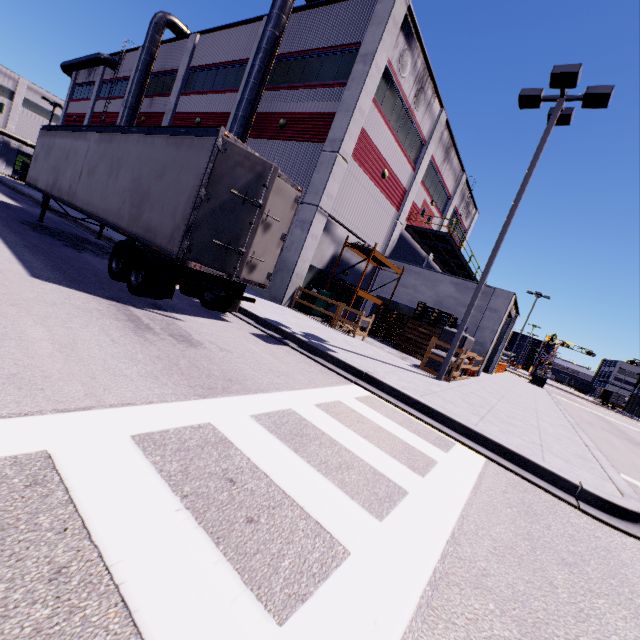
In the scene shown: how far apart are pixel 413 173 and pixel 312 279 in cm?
1063

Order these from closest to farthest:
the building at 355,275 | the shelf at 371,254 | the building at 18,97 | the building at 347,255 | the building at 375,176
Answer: the building at 375,176, the shelf at 371,254, the building at 347,255, the building at 355,275, the building at 18,97

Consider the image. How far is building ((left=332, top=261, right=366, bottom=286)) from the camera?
18.76m

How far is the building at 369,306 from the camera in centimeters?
2159cm

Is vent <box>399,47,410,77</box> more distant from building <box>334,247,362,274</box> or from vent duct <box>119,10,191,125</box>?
vent duct <box>119,10,191,125</box>

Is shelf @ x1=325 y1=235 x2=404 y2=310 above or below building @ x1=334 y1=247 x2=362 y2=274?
above

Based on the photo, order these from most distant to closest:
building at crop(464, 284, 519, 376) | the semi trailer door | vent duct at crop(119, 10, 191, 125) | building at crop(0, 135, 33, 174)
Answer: building at crop(0, 135, 33, 174), vent duct at crop(119, 10, 191, 125), building at crop(464, 284, 519, 376), the semi trailer door

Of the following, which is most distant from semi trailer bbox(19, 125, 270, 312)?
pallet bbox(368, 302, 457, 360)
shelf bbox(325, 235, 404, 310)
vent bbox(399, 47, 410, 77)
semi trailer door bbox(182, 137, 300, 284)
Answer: vent bbox(399, 47, 410, 77)
